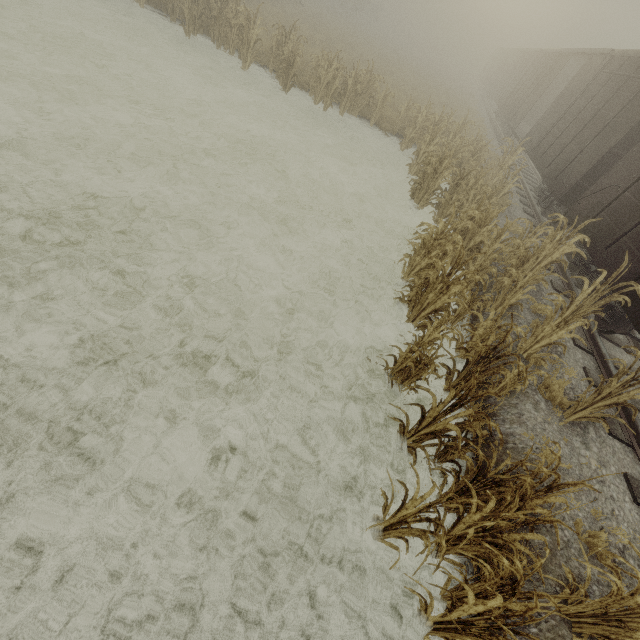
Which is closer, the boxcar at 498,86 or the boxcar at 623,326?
the boxcar at 623,326

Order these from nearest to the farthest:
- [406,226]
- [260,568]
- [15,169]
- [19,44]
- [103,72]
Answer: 1. [260,568]
2. [15,169]
3. [19,44]
4. [103,72]
5. [406,226]

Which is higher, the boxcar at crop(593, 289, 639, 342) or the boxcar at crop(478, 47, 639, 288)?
the boxcar at crop(478, 47, 639, 288)

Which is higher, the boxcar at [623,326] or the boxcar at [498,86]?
the boxcar at [498,86]

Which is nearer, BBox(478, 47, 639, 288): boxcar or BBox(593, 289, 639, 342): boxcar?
BBox(593, 289, 639, 342): boxcar
